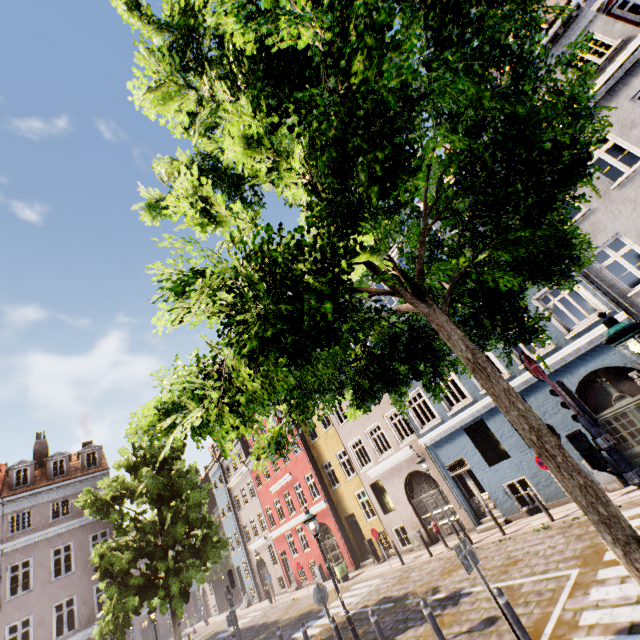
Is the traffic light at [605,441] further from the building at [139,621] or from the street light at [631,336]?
the building at [139,621]

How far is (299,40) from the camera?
1.7m

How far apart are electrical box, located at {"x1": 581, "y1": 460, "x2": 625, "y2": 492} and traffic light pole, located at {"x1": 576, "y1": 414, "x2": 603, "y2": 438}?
8.48m

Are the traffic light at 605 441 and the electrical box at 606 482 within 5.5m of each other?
no

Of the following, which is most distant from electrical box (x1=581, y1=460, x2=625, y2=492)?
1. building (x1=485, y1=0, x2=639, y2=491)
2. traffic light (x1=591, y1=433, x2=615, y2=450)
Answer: traffic light (x1=591, y1=433, x2=615, y2=450)

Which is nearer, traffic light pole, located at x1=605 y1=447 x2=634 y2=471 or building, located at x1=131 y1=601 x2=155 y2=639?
traffic light pole, located at x1=605 y1=447 x2=634 y2=471

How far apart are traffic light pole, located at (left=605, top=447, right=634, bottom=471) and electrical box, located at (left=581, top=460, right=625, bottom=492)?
8.4 meters

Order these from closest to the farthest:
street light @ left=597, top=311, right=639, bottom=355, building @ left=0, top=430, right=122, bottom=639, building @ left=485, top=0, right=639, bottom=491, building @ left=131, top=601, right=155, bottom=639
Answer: street light @ left=597, top=311, right=639, bottom=355 < building @ left=485, top=0, right=639, bottom=491 < building @ left=0, top=430, right=122, bottom=639 < building @ left=131, top=601, right=155, bottom=639
